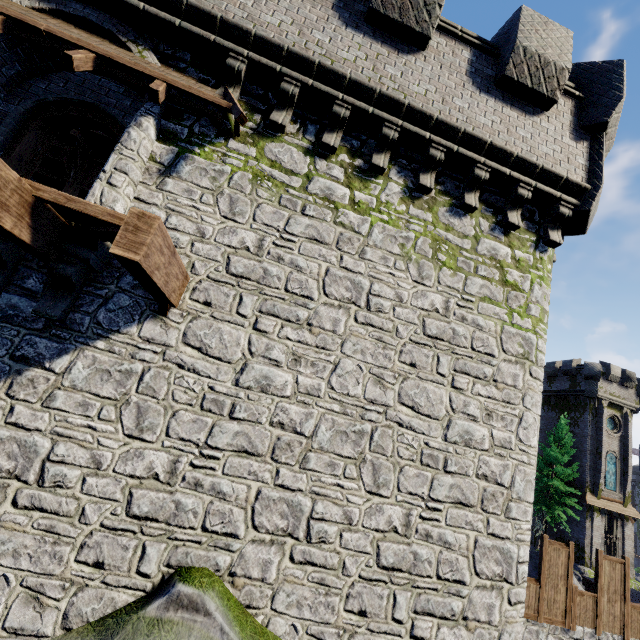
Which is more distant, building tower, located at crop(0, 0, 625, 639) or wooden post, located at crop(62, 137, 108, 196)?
wooden post, located at crop(62, 137, 108, 196)

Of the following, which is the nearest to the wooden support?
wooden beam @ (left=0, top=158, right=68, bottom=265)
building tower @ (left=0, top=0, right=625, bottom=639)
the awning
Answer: building tower @ (left=0, top=0, right=625, bottom=639)

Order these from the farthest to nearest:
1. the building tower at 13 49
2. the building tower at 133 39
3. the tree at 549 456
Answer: the tree at 549 456
the building tower at 13 49
the building tower at 133 39

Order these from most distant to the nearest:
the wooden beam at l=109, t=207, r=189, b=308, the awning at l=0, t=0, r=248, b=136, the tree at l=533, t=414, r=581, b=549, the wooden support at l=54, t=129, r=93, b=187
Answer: the tree at l=533, t=414, r=581, b=549 → the wooden support at l=54, t=129, r=93, b=187 → the awning at l=0, t=0, r=248, b=136 → the wooden beam at l=109, t=207, r=189, b=308

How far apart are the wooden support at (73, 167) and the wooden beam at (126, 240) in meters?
9.7

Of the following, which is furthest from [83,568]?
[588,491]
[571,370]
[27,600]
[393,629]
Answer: [571,370]

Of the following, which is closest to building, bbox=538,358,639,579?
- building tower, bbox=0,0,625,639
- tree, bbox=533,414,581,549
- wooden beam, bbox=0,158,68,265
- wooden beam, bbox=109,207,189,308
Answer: tree, bbox=533,414,581,549

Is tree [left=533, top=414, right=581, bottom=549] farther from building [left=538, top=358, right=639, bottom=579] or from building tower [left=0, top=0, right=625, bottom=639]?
building tower [left=0, top=0, right=625, bottom=639]
